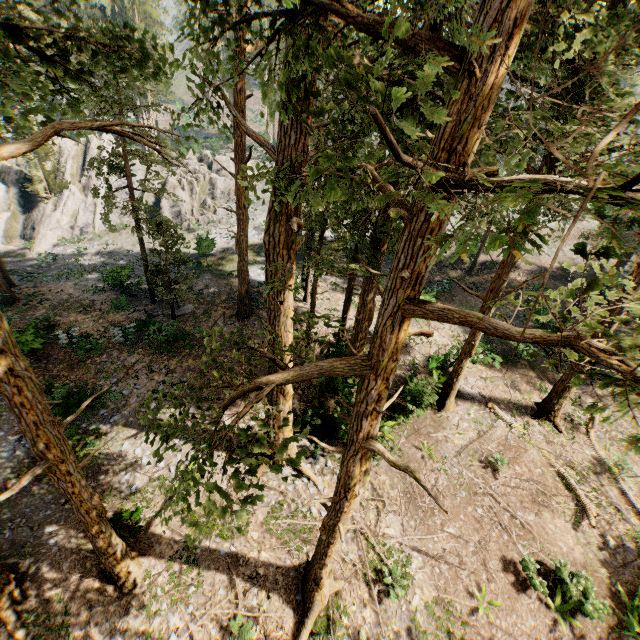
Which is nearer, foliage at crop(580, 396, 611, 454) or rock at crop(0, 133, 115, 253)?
foliage at crop(580, 396, 611, 454)

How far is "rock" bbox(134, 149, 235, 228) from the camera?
35.66m

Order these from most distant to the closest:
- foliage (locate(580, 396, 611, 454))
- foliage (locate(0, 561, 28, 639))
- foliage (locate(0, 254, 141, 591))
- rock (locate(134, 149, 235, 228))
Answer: rock (locate(134, 149, 235, 228)) < foliage (locate(0, 561, 28, 639)) < foliage (locate(0, 254, 141, 591)) < foliage (locate(580, 396, 611, 454))

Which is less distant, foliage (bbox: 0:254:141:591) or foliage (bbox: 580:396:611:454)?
foliage (bbox: 580:396:611:454)

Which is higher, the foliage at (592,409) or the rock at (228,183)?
the foliage at (592,409)

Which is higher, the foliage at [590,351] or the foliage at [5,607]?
the foliage at [590,351]

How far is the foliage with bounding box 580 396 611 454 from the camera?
3.4m

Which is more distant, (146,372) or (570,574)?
(146,372)
